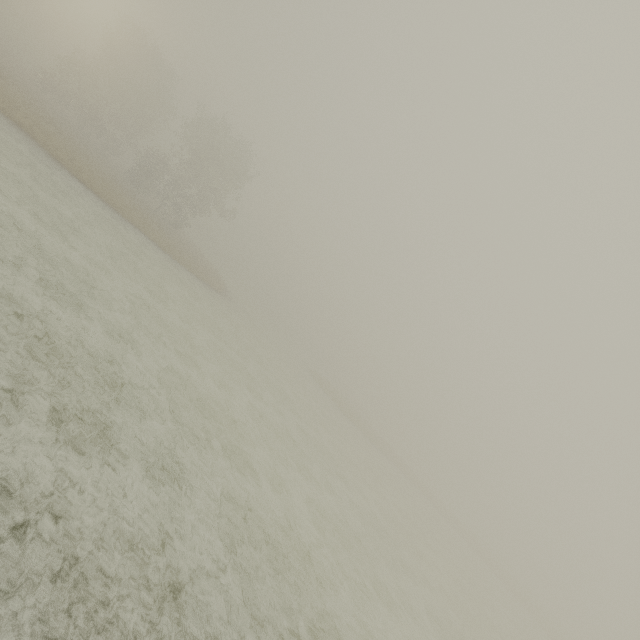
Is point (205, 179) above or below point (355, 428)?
above
